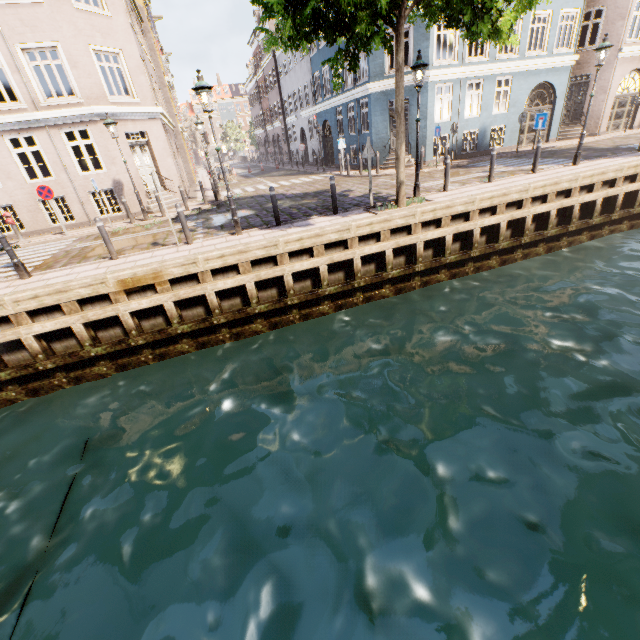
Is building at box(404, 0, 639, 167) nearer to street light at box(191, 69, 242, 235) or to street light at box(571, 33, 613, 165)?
street light at box(571, 33, 613, 165)

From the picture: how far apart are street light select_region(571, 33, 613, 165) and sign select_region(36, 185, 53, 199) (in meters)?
19.90

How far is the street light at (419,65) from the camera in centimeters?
891cm

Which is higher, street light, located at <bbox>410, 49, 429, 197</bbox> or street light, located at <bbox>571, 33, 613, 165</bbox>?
street light, located at <bbox>571, 33, 613, 165</bbox>

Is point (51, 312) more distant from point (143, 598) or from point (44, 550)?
point (143, 598)

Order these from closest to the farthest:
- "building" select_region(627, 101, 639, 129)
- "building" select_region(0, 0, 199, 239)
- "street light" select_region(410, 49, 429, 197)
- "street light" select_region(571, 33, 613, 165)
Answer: "street light" select_region(410, 49, 429, 197), "street light" select_region(571, 33, 613, 165), "building" select_region(0, 0, 199, 239), "building" select_region(627, 101, 639, 129)

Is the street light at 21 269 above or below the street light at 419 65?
below

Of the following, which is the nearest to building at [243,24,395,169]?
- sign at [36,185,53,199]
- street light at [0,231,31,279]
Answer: sign at [36,185,53,199]
